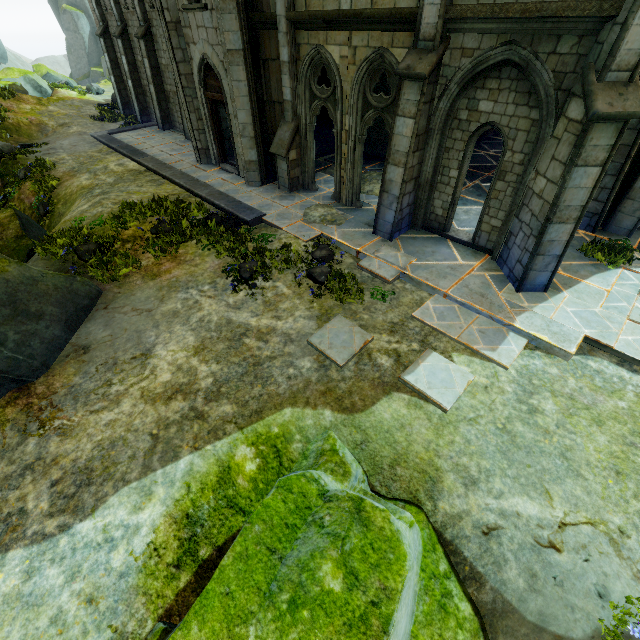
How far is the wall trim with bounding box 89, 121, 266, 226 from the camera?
10.8m

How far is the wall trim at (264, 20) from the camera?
9.42m

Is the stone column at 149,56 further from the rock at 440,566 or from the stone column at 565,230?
the rock at 440,566

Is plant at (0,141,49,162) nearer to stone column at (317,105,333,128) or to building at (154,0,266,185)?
building at (154,0,266,185)

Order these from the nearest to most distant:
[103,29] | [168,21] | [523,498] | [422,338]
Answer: [523,498]
[422,338]
[168,21]
[103,29]

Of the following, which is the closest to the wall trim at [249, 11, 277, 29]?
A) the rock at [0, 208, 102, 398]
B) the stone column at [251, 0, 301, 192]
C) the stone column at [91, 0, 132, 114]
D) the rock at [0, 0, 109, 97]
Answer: the stone column at [251, 0, 301, 192]

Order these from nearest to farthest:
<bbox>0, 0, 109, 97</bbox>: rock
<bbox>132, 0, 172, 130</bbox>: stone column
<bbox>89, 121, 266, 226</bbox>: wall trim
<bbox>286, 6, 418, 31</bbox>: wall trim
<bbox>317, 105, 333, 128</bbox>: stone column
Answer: <bbox>286, 6, 418, 31</bbox>: wall trim → <bbox>89, 121, 266, 226</bbox>: wall trim → <bbox>132, 0, 172, 130</bbox>: stone column → <bbox>317, 105, 333, 128</bbox>: stone column → <bbox>0, 0, 109, 97</bbox>: rock

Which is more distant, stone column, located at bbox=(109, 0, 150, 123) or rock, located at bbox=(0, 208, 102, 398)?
stone column, located at bbox=(109, 0, 150, 123)
